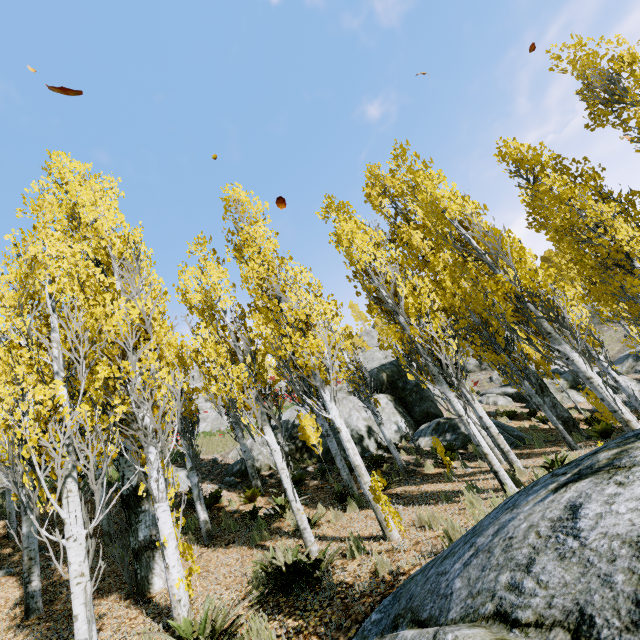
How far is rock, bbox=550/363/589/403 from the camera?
19.28m

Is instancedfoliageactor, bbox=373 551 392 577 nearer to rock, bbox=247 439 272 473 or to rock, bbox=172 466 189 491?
rock, bbox=247 439 272 473

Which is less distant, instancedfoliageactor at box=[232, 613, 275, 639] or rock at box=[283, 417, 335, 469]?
instancedfoliageactor at box=[232, 613, 275, 639]

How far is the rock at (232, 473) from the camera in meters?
13.5

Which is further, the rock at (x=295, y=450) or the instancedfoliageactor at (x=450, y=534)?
the rock at (x=295, y=450)

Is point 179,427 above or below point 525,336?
above

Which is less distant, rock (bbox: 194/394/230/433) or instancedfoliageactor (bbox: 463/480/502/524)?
instancedfoliageactor (bbox: 463/480/502/524)

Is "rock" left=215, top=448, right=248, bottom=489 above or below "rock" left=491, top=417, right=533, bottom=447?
above
